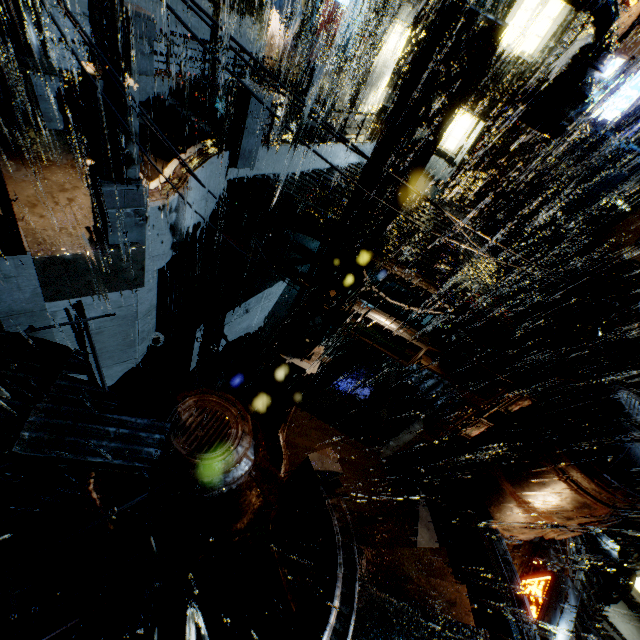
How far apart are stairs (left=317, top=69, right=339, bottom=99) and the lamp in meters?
26.9

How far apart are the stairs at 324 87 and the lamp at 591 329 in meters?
26.9 m

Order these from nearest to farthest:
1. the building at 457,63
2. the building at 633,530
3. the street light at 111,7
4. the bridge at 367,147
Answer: the street light at 111,7
the bridge at 367,147
the building at 457,63
the building at 633,530

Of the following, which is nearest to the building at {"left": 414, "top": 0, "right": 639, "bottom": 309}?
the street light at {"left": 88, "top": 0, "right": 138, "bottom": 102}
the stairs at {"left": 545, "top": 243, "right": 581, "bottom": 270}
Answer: the stairs at {"left": 545, "top": 243, "right": 581, "bottom": 270}

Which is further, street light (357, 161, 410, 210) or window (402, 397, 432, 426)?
window (402, 397, 432, 426)

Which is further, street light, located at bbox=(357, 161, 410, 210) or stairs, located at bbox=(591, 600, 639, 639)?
stairs, located at bbox=(591, 600, 639, 639)

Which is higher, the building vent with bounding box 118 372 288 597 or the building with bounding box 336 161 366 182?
the building with bounding box 336 161 366 182

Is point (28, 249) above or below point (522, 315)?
above
